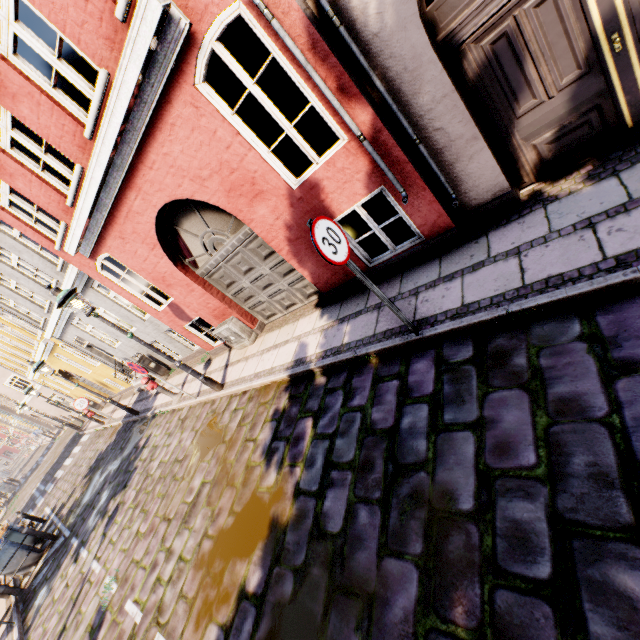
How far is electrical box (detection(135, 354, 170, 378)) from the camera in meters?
12.2 m

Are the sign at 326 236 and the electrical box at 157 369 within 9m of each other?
no

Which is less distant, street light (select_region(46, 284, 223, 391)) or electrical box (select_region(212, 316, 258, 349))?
street light (select_region(46, 284, 223, 391))

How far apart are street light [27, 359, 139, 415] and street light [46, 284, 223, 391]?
6.51m

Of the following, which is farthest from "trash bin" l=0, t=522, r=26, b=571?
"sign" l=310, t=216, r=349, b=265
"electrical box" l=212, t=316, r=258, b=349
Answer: "sign" l=310, t=216, r=349, b=265

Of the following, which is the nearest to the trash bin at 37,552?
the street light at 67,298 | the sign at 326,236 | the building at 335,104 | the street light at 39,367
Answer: the street light at 39,367

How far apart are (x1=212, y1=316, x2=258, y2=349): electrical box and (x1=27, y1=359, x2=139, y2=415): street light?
6.9 meters

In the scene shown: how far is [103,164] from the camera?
5.06m
